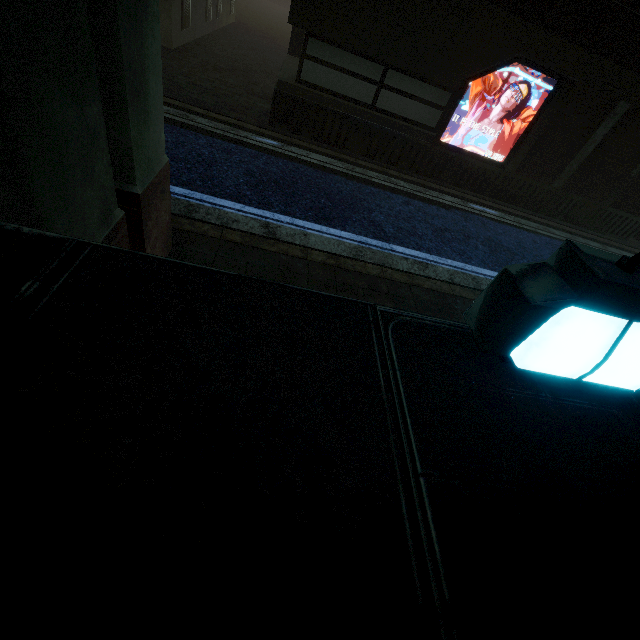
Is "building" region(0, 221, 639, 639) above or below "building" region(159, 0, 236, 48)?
above

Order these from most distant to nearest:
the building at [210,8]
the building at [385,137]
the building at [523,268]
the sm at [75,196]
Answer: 1. the building at [210,8]
2. the building at [385,137]
3. the sm at [75,196]
4. the building at [523,268]

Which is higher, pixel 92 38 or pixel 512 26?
pixel 512 26

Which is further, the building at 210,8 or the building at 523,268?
the building at 210,8

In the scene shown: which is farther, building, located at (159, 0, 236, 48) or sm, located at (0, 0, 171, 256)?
building, located at (159, 0, 236, 48)

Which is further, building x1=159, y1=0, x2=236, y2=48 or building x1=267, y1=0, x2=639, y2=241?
building x1=159, y1=0, x2=236, y2=48

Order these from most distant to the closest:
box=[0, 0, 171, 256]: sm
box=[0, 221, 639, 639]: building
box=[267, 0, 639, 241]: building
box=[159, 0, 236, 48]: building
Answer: box=[159, 0, 236, 48]: building → box=[267, 0, 639, 241]: building → box=[0, 0, 171, 256]: sm → box=[0, 221, 639, 639]: building
